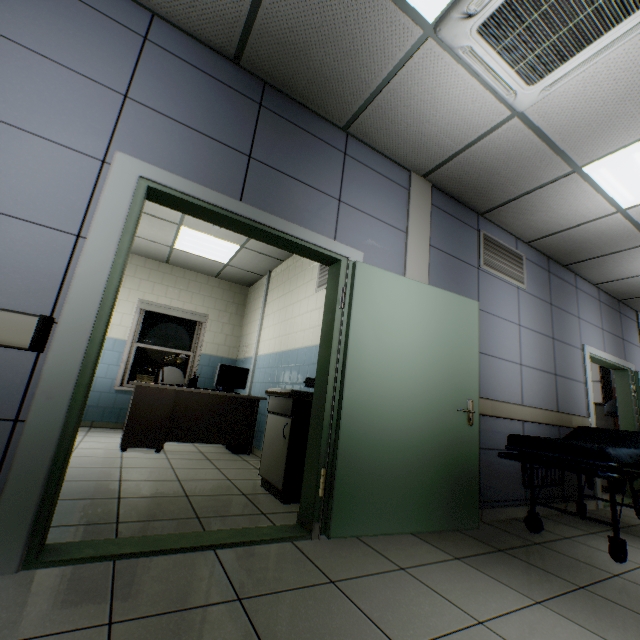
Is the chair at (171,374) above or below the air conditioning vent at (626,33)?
below

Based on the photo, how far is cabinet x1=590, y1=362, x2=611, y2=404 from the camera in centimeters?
593cm

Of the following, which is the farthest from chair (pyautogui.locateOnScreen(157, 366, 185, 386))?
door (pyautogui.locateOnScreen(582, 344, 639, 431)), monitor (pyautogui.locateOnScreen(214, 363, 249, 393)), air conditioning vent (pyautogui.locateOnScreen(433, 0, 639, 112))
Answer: door (pyautogui.locateOnScreen(582, 344, 639, 431))

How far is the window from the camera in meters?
6.2

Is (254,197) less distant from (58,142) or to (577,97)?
(58,142)

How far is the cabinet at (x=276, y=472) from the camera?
2.89m

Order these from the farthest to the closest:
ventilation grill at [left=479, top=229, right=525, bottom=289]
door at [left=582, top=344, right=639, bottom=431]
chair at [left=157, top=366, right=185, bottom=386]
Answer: chair at [left=157, top=366, right=185, bottom=386], door at [left=582, top=344, right=639, bottom=431], ventilation grill at [left=479, top=229, right=525, bottom=289]

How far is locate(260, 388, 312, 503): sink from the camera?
2.9 meters
